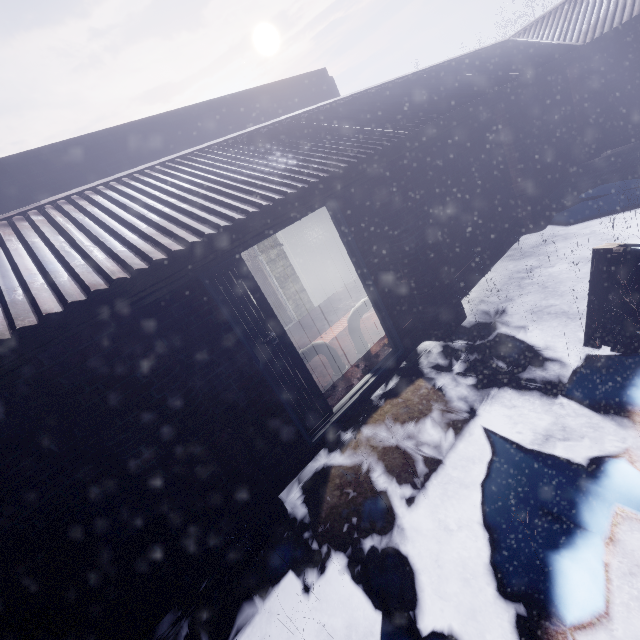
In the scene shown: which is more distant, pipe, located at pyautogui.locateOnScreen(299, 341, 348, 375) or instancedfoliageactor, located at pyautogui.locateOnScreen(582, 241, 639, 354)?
pipe, located at pyautogui.locateOnScreen(299, 341, 348, 375)

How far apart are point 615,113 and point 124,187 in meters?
9.3

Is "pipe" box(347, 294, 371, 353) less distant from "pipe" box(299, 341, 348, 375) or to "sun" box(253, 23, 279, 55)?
"pipe" box(299, 341, 348, 375)

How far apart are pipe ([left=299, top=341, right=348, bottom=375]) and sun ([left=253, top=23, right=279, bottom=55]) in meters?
68.3

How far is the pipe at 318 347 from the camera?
3.8m

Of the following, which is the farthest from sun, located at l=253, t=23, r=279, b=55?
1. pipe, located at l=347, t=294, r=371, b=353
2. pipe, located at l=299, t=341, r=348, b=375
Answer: pipe, located at l=299, t=341, r=348, b=375

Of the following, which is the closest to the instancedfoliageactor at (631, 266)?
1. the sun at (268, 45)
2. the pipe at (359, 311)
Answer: the pipe at (359, 311)

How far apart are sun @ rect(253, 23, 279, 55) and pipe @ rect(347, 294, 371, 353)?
66.8m
